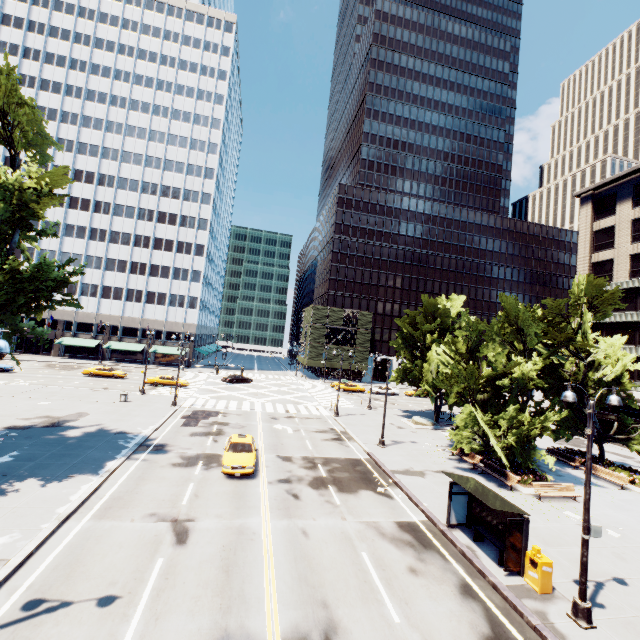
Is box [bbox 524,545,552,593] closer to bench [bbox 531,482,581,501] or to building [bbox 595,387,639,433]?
bench [bbox 531,482,581,501]

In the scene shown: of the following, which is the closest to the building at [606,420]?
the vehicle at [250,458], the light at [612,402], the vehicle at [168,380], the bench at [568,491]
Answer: the light at [612,402]

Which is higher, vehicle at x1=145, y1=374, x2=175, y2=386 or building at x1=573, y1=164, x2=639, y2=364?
building at x1=573, y1=164, x2=639, y2=364

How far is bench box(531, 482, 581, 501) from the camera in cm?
1900

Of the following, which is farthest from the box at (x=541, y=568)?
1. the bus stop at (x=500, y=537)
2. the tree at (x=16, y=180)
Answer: the tree at (x=16, y=180)

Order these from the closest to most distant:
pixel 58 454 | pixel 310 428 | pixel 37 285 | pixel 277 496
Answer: pixel 277 496
pixel 37 285
pixel 58 454
pixel 310 428

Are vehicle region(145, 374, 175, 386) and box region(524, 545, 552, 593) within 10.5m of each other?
no

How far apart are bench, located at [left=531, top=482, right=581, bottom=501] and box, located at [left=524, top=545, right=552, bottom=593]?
8.40m
